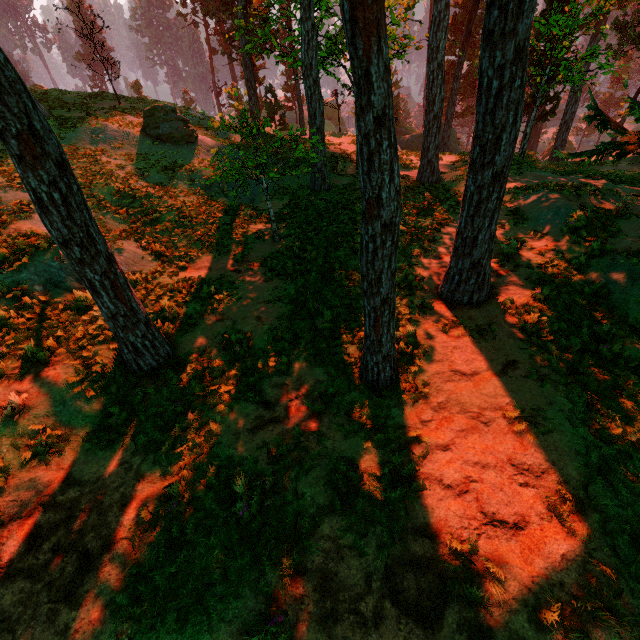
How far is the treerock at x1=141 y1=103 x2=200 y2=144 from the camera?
18.6m

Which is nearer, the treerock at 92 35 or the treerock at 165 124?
the treerock at 165 124

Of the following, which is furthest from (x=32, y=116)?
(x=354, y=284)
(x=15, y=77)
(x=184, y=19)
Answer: (x=184, y=19)

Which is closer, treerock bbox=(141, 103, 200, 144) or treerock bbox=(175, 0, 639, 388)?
treerock bbox=(175, 0, 639, 388)

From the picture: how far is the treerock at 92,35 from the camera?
21.24m
